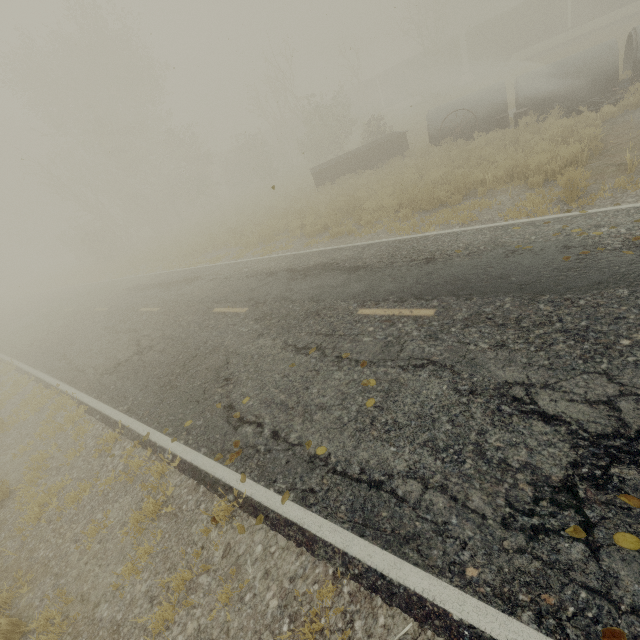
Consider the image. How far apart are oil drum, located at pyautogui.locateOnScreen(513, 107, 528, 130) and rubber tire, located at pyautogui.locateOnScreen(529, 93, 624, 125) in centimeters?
98cm

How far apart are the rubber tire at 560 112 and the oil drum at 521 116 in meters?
1.0 m

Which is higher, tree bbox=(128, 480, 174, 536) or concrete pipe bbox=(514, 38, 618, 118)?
concrete pipe bbox=(514, 38, 618, 118)

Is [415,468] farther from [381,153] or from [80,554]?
[381,153]

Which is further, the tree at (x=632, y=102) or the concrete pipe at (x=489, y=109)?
the concrete pipe at (x=489, y=109)

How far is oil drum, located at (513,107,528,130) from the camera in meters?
13.5 m

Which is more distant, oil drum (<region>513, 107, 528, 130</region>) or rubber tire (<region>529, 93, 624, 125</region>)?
oil drum (<region>513, 107, 528, 130</region>)

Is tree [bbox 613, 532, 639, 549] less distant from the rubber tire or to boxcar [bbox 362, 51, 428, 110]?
the rubber tire
